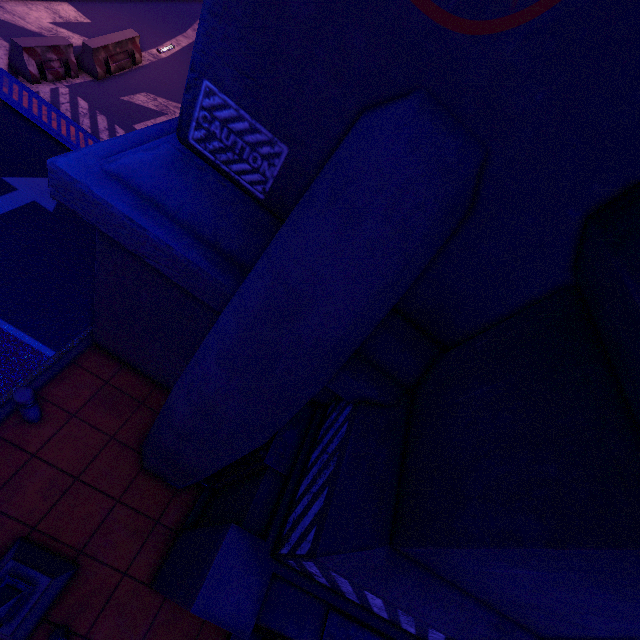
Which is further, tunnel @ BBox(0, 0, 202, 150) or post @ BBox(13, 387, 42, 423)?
tunnel @ BBox(0, 0, 202, 150)

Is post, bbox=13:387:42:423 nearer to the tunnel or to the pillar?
the pillar

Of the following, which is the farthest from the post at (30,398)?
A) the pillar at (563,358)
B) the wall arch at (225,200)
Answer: the pillar at (563,358)

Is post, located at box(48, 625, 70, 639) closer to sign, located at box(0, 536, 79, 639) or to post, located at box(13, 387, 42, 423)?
sign, located at box(0, 536, 79, 639)

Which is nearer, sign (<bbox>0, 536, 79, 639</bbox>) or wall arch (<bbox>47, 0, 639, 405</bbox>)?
wall arch (<bbox>47, 0, 639, 405</bbox>)

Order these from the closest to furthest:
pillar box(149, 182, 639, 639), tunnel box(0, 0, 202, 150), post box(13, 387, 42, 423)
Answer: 1. pillar box(149, 182, 639, 639)
2. post box(13, 387, 42, 423)
3. tunnel box(0, 0, 202, 150)

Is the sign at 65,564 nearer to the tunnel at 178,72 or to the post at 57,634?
the post at 57,634

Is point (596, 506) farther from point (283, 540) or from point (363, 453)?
point (283, 540)
